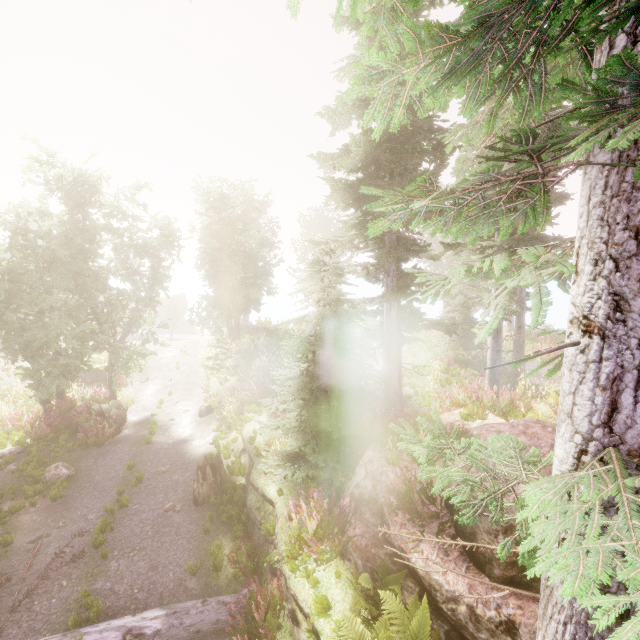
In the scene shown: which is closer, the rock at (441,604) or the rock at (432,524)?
the rock at (441,604)

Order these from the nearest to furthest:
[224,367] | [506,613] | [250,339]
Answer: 1. [506,613]
2. [224,367]
3. [250,339]

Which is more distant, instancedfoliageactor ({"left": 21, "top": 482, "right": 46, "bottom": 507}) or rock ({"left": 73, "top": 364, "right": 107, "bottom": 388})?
rock ({"left": 73, "top": 364, "right": 107, "bottom": 388})

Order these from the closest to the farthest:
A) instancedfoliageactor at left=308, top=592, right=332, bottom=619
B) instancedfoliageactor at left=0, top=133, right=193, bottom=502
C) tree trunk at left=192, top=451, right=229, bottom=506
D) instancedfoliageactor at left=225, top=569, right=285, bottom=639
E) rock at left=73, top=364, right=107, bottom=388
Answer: instancedfoliageactor at left=308, top=592, right=332, bottom=619 < instancedfoliageactor at left=225, top=569, right=285, bottom=639 < tree trunk at left=192, top=451, right=229, bottom=506 < instancedfoliageactor at left=0, top=133, right=193, bottom=502 < rock at left=73, top=364, right=107, bottom=388

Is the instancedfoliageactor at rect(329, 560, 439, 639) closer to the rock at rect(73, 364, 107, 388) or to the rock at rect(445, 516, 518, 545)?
the rock at rect(445, 516, 518, 545)

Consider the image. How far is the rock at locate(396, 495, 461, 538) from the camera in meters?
5.8 m

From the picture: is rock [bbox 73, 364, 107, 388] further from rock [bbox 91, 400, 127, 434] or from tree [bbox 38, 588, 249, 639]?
tree [bbox 38, 588, 249, 639]

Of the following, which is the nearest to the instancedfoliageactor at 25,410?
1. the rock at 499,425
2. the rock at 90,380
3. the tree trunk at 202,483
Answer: the rock at 499,425
